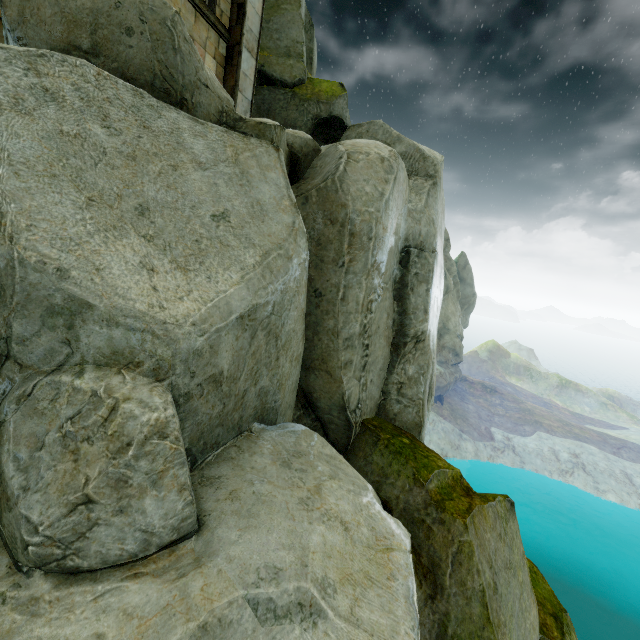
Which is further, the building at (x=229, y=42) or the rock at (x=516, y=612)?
the building at (x=229, y=42)

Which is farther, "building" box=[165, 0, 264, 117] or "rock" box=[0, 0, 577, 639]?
"building" box=[165, 0, 264, 117]

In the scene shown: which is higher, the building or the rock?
the building

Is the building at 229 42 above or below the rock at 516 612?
above

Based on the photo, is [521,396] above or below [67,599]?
below
